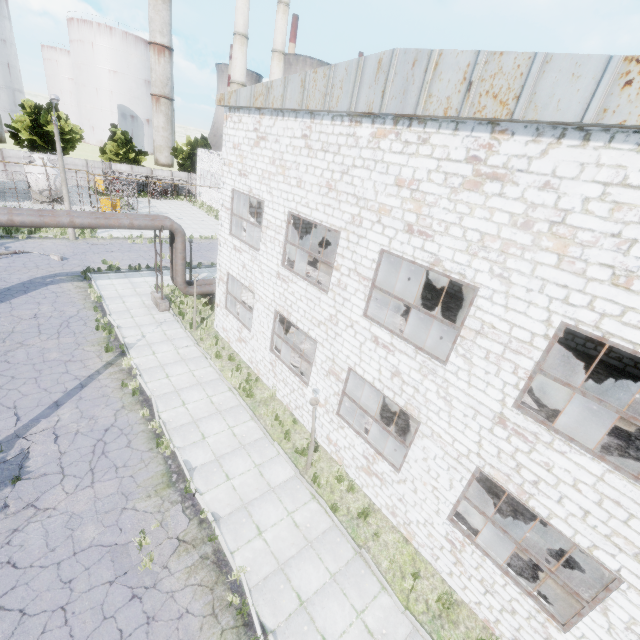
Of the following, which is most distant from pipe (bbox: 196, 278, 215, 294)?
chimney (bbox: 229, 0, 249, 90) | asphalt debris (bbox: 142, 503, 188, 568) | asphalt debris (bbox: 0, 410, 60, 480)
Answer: Result: chimney (bbox: 229, 0, 249, 90)

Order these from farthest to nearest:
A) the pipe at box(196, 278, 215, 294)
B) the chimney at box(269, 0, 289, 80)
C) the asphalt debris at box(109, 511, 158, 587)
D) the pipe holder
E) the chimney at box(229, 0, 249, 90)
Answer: the chimney at box(269, 0, 289, 80)
the chimney at box(229, 0, 249, 90)
the pipe at box(196, 278, 215, 294)
the pipe holder
the asphalt debris at box(109, 511, 158, 587)

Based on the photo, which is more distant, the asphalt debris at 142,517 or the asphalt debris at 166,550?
the asphalt debris at 166,550

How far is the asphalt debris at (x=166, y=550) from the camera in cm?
821

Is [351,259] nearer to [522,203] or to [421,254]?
[421,254]

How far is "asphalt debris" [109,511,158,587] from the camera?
7.6m

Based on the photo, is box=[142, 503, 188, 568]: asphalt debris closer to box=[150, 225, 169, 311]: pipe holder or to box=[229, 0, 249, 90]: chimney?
box=[150, 225, 169, 311]: pipe holder
